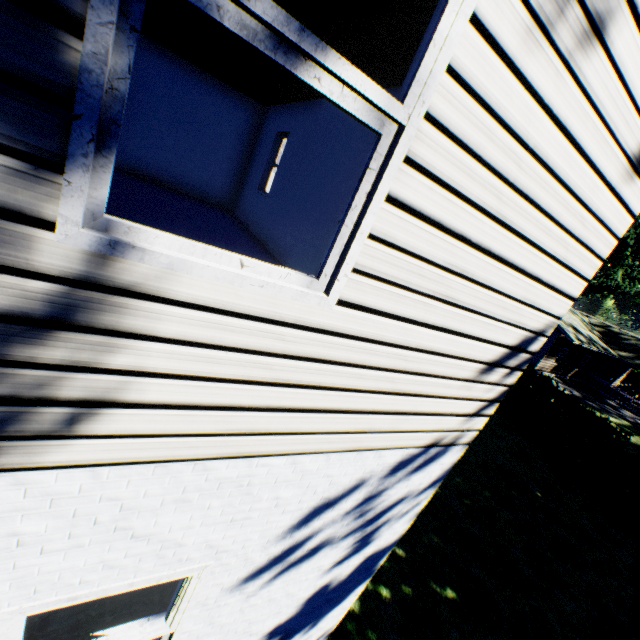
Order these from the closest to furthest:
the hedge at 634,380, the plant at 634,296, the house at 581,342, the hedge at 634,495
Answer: the hedge at 634,495 → the plant at 634,296 → the house at 581,342 → the hedge at 634,380

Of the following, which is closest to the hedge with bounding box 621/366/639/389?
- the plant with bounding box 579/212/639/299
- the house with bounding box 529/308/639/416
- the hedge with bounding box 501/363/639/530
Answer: the house with bounding box 529/308/639/416

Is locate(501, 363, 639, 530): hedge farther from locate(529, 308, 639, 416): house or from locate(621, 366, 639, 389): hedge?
locate(621, 366, 639, 389): hedge

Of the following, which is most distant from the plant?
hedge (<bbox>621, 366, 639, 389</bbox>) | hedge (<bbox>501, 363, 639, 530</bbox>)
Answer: hedge (<bbox>621, 366, 639, 389</bbox>)

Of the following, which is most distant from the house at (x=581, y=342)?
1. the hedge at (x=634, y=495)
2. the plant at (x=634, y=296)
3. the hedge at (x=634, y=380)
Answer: the hedge at (x=634, y=495)

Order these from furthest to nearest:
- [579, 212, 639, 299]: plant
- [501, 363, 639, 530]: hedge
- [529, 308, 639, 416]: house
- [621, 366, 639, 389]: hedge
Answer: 1. [621, 366, 639, 389]: hedge
2. [529, 308, 639, 416]: house
3. [579, 212, 639, 299]: plant
4. [501, 363, 639, 530]: hedge

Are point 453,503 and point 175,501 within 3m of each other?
no

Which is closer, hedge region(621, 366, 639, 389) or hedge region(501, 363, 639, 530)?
hedge region(501, 363, 639, 530)
